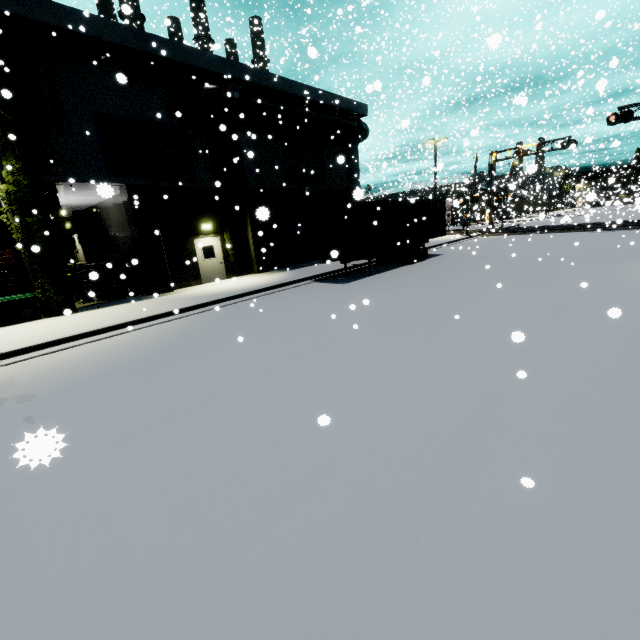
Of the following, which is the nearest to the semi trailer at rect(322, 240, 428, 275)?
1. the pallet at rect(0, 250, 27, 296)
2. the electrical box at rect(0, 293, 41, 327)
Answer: the electrical box at rect(0, 293, 41, 327)

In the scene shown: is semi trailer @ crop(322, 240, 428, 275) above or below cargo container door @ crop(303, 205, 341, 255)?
below

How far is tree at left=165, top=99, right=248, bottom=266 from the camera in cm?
1542

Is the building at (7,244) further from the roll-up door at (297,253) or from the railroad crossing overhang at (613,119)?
the railroad crossing overhang at (613,119)

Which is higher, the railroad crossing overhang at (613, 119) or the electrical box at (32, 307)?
the railroad crossing overhang at (613, 119)

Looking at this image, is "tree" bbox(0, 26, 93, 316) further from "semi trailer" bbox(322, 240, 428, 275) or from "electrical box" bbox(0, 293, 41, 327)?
"semi trailer" bbox(322, 240, 428, 275)

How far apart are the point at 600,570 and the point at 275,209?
20.50m

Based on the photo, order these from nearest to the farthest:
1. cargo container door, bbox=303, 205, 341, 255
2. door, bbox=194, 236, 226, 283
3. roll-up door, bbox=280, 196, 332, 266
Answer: cargo container door, bbox=303, 205, 341, 255 → door, bbox=194, 236, 226, 283 → roll-up door, bbox=280, 196, 332, 266
